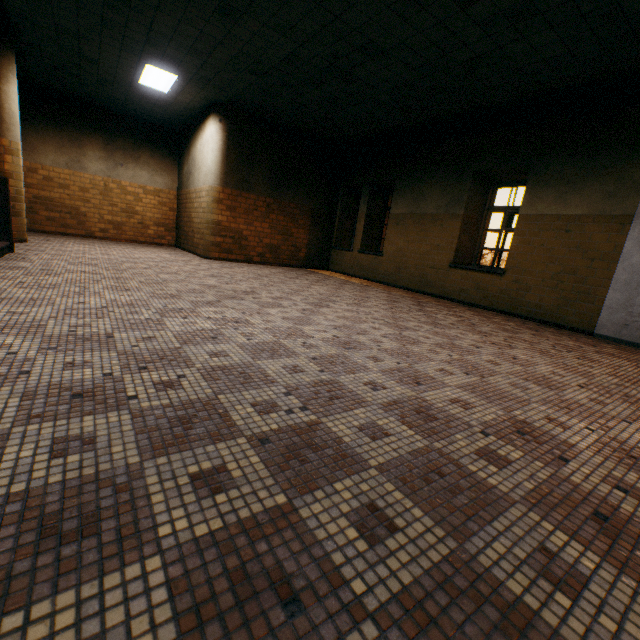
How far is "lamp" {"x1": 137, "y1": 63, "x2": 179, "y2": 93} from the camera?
6.9 meters

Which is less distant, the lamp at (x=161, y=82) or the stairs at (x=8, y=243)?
the stairs at (x=8, y=243)

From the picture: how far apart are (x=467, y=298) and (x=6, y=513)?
7.7m

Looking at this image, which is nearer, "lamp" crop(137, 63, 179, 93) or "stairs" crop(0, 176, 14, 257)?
"stairs" crop(0, 176, 14, 257)

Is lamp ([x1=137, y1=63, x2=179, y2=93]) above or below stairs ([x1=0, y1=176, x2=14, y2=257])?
above

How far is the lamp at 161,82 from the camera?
6.9 meters
